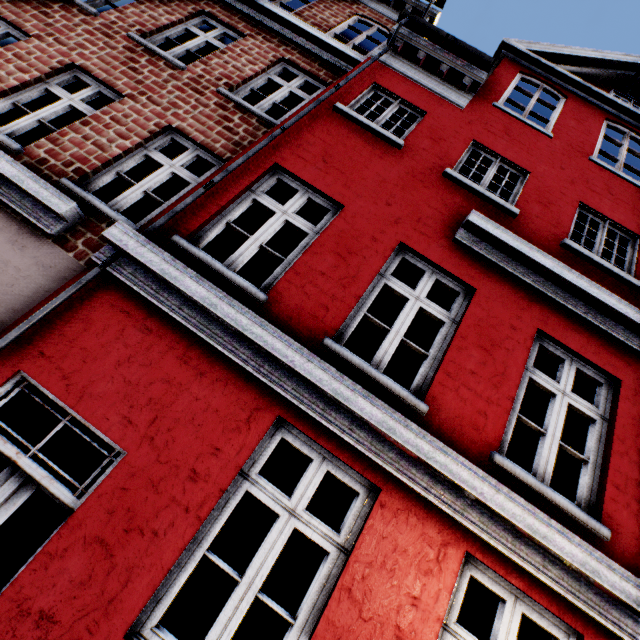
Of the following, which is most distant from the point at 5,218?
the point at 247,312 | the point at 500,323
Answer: the point at 500,323
